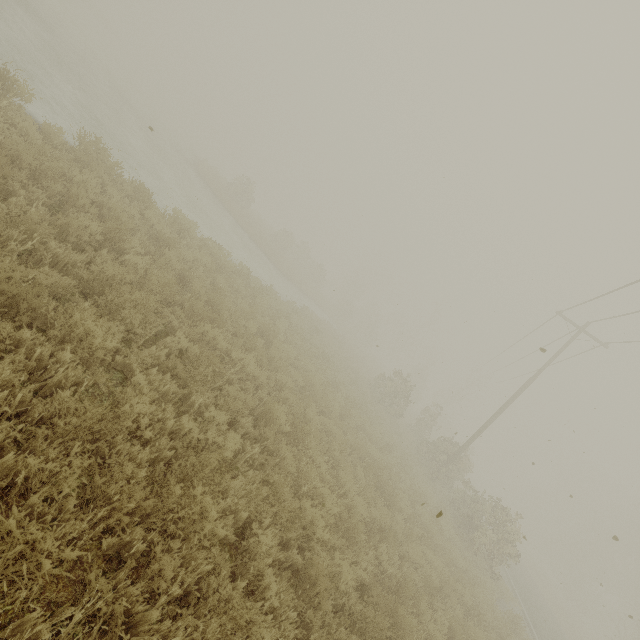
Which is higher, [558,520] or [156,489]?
[558,520]

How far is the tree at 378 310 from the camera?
37.1m

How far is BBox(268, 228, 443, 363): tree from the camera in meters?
37.1
